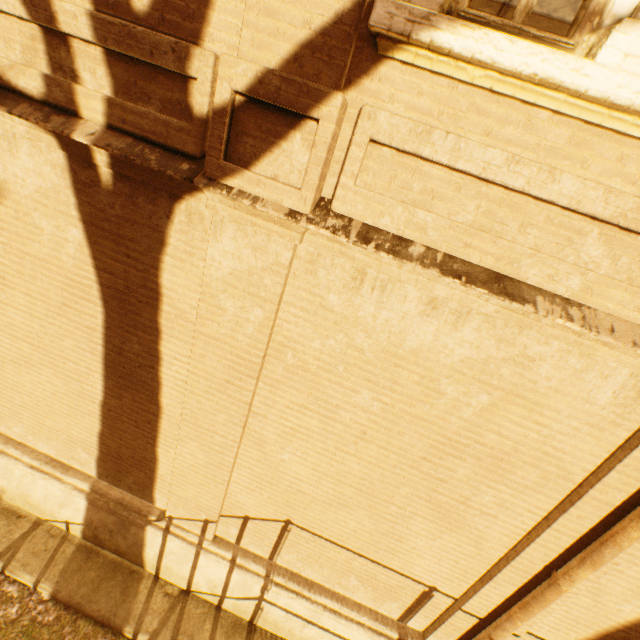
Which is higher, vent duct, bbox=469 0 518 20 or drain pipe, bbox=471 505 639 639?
vent duct, bbox=469 0 518 20

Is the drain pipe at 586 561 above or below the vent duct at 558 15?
below

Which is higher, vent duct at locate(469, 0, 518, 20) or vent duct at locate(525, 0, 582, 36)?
vent duct at locate(525, 0, 582, 36)

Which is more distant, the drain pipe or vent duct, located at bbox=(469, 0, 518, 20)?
vent duct, located at bbox=(469, 0, 518, 20)

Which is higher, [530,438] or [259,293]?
[259,293]
